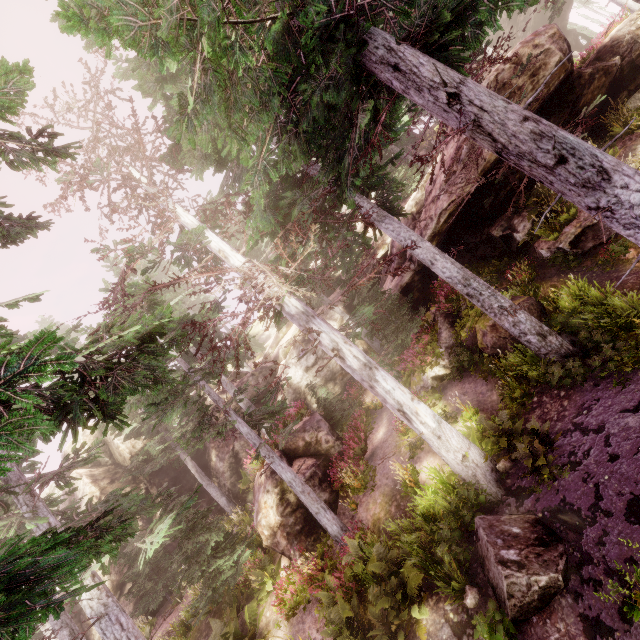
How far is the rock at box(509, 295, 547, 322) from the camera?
11.3 meters

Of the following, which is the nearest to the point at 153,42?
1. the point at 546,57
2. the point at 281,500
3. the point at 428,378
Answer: the point at 546,57

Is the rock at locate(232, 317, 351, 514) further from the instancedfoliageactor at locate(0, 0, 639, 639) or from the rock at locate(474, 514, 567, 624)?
the rock at locate(474, 514, 567, 624)

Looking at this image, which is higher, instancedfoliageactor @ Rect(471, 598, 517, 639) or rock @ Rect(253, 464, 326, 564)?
rock @ Rect(253, 464, 326, 564)

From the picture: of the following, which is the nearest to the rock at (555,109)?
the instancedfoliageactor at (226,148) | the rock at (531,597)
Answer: the instancedfoliageactor at (226,148)

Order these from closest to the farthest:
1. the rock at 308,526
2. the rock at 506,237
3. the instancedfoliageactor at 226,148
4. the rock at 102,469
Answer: the instancedfoliageactor at 226,148 → the rock at 506,237 → the rock at 308,526 → the rock at 102,469

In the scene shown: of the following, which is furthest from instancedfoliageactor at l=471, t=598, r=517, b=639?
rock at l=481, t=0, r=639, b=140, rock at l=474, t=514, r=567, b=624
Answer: rock at l=474, t=514, r=567, b=624
